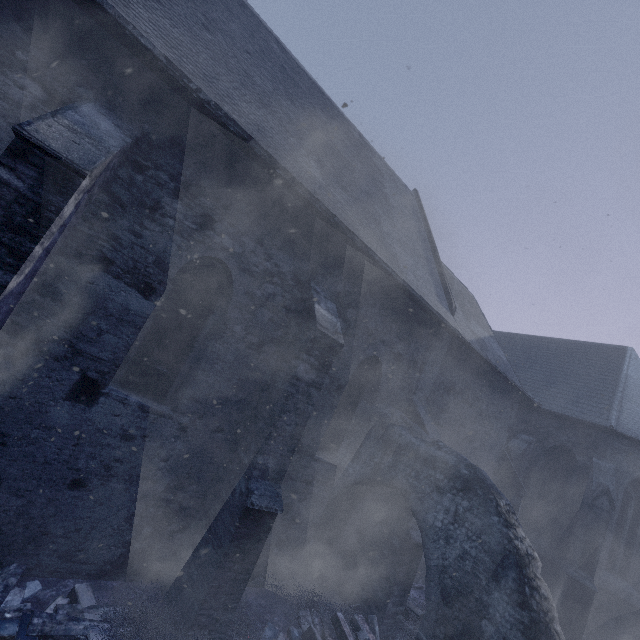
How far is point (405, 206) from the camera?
11.8 meters

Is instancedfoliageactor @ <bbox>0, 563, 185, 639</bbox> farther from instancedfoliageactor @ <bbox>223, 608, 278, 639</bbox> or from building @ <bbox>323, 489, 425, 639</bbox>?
instancedfoliageactor @ <bbox>223, 608, 278, 639</bbox>

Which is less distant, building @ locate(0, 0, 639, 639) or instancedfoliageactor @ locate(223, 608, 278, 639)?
building @ locate(0, 0, 639, 639)

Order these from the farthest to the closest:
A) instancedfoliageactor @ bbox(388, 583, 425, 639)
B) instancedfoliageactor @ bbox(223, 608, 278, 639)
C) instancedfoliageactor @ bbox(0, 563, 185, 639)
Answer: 1. instancedfoliageactor @ bbox(388, 583, 425, 639)
2. instancedfoliageactor @ bbox(223, 608, 278, 639)
3. instancedfoliageactor @ bbox(0, 563, 185, 639)

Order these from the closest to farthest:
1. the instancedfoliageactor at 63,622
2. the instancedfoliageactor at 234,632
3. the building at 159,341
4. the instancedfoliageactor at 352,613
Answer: the instancedfoliageactor at 63,622 < the building at 159,341 < the instancedfoliageactor at 234,632 < the instancedfoliageactor at 352,613

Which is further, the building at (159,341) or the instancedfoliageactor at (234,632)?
the instancedfoliageactor at (234,632)

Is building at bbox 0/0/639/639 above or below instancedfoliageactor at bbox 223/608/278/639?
above
